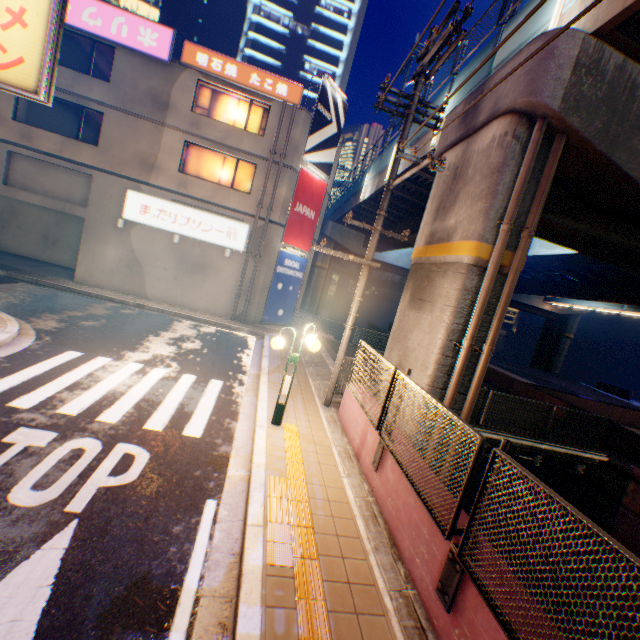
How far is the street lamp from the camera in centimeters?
666cm

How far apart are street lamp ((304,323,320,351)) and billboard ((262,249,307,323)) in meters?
11.5

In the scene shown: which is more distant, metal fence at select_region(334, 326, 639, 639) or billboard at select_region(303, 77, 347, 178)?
billboard at select_region(303, 77, 347, 178)

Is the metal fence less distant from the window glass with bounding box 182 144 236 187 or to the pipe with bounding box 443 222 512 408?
the pipe with bounding box 443 222 512 408

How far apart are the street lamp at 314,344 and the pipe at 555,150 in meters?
3.7 m

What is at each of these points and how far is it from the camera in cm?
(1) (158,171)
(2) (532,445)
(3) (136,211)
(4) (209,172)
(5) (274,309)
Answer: (1) building, 1623
(2) bridge, 1083
(3) sign, 1616
(4) window glass, 1711
(5) billboard, 1914

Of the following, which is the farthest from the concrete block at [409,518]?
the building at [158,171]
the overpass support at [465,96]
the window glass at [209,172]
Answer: the window glass at [209,172]

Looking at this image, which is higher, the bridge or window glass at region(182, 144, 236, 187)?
window glass at region(182, 144, 236, 187)
